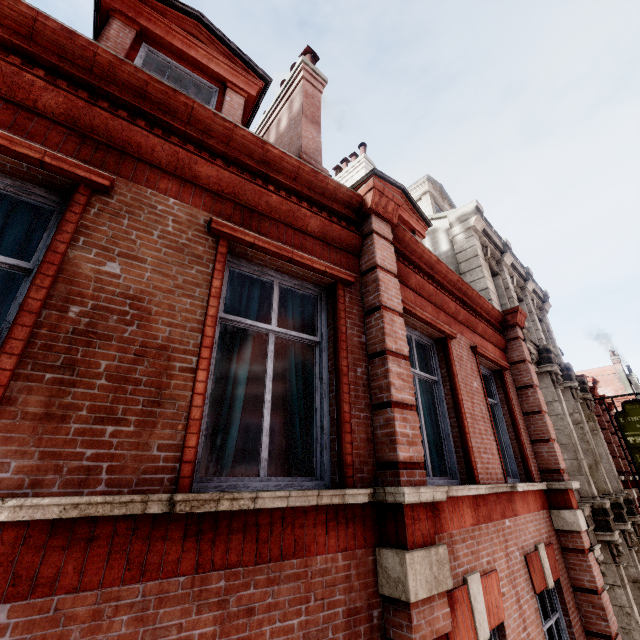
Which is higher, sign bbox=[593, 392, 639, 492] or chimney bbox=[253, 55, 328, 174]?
chimney bbox=[253, 55, 328, 174]

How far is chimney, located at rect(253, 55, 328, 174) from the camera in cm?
686

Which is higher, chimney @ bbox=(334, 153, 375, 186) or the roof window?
chimney @ bbox=(334, 153, 375, 186)

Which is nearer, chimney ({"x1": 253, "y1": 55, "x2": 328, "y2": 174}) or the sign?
chimney ({"x1": 253, "y1": 55, "x2": 328, "y2": 174})

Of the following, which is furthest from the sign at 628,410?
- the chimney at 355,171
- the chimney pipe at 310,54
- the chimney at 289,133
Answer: the chimney pipe at 310,54

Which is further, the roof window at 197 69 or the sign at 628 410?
the sign at 628 410

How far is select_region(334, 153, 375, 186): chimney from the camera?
14.36m

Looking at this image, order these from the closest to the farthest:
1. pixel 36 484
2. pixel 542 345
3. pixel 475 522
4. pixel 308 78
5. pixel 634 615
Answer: pixel 36 484 → pixel 475 522 → pixel 634 615 → pixel 308 78 → pixel 542 345
